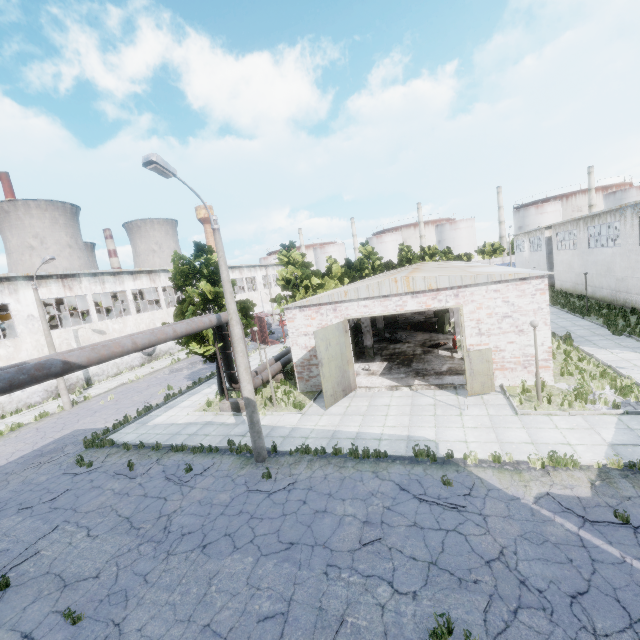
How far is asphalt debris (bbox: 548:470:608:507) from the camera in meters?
7.8

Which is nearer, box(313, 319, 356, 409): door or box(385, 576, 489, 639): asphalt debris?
box(385, 576, 489, 639): asphalt debris

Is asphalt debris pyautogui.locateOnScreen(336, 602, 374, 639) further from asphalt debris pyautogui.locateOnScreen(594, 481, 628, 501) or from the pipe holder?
the pipe holder

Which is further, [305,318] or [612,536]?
[305,318]

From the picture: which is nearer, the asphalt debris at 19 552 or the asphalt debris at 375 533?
the asphalt debris at 375 533

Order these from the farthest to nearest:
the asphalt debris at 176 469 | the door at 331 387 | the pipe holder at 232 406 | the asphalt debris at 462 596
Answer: the pipe holder at 232 406
the door at 331 387
the asphalt debris at 176 469
the asphalt debris at 462 596

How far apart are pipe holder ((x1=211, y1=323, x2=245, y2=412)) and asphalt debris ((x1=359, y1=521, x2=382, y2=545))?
9.7 meters

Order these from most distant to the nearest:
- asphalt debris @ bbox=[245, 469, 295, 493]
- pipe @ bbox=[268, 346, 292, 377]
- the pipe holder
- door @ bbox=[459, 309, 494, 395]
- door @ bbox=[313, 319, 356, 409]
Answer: pipe @ bbox=[268, 346, 292, 377], the pipe holder, door @ bbox=[313, 319, 356, 409], door @ bbox=[459, 309, 494, 395], asphalt debris @ bbox=[245, 469, 295, 493]
